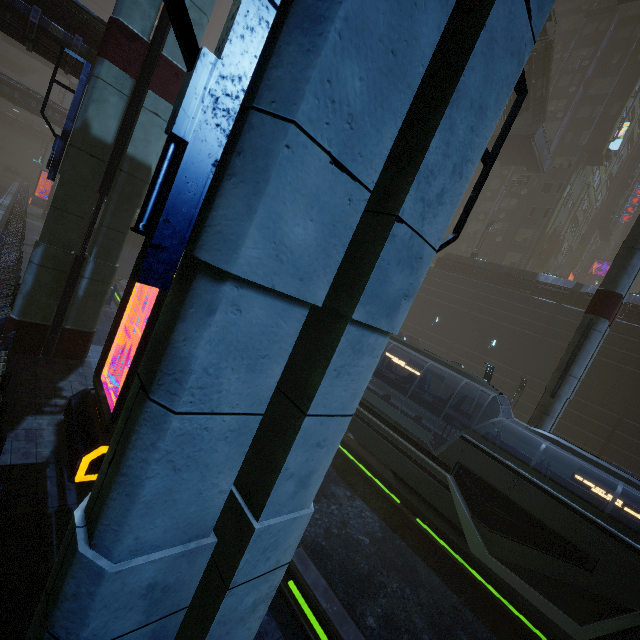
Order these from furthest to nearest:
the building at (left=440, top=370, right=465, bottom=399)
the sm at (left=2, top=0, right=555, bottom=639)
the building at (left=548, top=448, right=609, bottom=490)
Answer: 1. the building at (left=440, top=370, right=465, bottom=399)
2. the building at (left=548, top=448, right=609, bottom=490)
3. the sm at (left=2, top=0, right=555, bottom=639)

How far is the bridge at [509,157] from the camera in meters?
29.4

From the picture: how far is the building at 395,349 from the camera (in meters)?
30.89

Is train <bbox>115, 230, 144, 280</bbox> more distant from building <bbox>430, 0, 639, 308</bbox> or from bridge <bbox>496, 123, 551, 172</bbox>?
bridge <bbox>496, 123, 551, 172</bbox>

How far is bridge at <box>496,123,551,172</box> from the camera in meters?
29.4

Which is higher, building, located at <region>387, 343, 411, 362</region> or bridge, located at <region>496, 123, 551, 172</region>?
bridge, located at <region>496, 123, 551, 172</region>

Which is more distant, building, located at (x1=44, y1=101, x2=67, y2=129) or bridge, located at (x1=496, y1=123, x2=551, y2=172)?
building, located at (x1=44, y1=101, x2=67, y2=129)

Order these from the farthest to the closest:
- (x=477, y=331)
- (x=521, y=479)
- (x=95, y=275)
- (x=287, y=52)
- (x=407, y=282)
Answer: (x=477, y=331) → (x=95, y=275) → (x=521, y=479) → (x=407, y=282) → (x=287, y=52)
